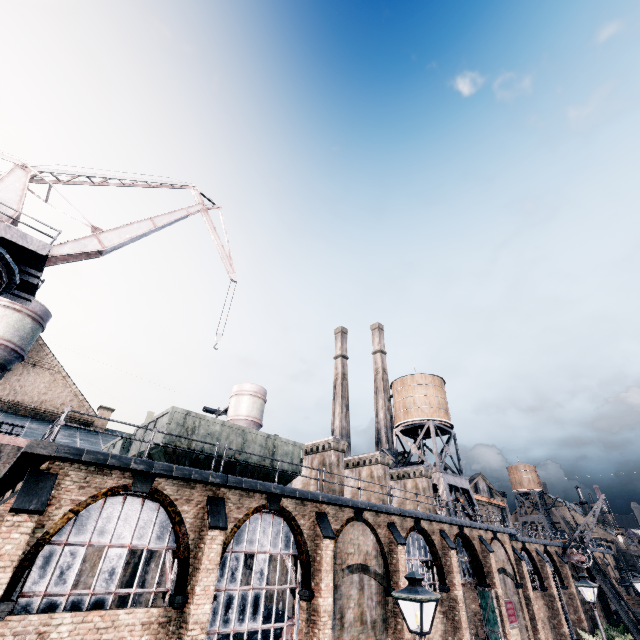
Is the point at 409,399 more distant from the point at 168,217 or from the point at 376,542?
the point at 168,217

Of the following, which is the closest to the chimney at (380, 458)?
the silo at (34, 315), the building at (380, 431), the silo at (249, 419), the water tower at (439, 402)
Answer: the water tower at (439, 402)

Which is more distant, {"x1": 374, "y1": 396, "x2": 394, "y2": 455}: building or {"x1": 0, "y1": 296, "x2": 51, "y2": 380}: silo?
{"x1": 374, "y1": 396, "x2": 394, "y2": 455}: building

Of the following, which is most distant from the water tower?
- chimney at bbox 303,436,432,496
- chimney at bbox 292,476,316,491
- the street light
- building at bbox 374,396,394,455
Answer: the street light

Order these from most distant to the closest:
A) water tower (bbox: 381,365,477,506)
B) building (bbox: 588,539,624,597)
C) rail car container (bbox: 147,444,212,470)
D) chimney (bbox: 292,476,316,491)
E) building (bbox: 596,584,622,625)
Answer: building (bbox: 588,539,624,597)
building (bbox: 596,584,622,625)
water tower (bbox: 381,365,477,506)
chimney (bbox: 292,476,316,491)
rail car container (bbox: 147,444,212,470)

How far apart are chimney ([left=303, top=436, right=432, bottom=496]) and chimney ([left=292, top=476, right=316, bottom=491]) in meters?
3.8

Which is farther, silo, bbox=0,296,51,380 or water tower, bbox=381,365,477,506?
water tower, bbox=381,365,477,506

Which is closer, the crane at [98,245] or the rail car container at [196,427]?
the rail car container at [196,427]
